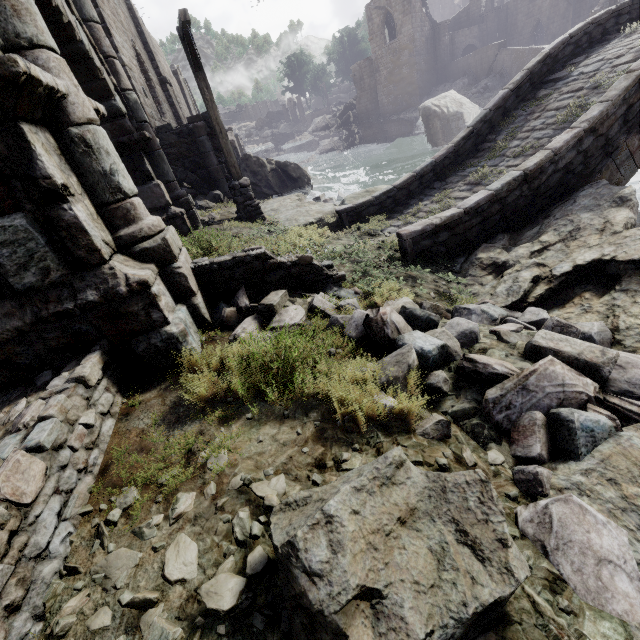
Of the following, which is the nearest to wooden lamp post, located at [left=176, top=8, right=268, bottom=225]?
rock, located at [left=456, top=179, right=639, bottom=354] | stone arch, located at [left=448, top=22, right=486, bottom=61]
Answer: rock, located at [left=456, top=179, right=639, bottom=354]

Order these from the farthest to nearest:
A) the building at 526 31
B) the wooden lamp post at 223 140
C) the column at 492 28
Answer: the column at 492 28 < the building at 526 31 < the wooden lamp post at 223 140

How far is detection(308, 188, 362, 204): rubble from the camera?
14.04m

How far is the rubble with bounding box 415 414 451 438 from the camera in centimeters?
264cm

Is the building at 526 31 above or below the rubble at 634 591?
above

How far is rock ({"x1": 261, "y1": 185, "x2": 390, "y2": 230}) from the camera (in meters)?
9.83

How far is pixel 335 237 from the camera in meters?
8.3 m

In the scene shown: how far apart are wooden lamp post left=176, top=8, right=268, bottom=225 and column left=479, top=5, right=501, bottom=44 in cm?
4645
